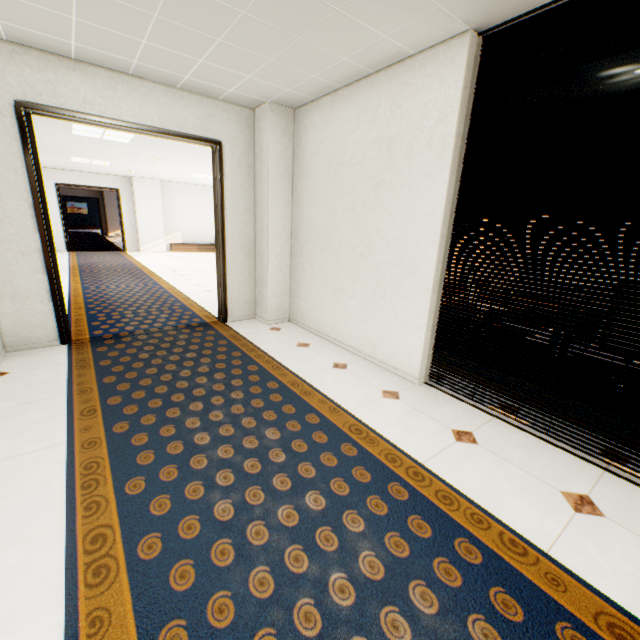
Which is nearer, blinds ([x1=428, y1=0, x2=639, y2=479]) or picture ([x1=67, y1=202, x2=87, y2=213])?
blinds ([x1=428, y1=0, x2=639, y2=479])

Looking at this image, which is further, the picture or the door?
the picture

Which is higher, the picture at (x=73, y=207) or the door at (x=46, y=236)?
the picture at (x=73, y=207)

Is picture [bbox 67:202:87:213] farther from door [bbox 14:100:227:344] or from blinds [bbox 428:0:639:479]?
blinds [bbox 428:0:639:479]

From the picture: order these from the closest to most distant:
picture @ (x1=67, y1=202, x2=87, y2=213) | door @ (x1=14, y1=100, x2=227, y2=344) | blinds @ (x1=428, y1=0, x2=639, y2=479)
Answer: blinds @ (x1=428, y1=0, x2=639, y2=479), door @ (x1=14, y1=100, x2=227, y2=344), picture @ (x1=67, y1=202, x2=87, y2=213)

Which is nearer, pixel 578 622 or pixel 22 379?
pixel 578 622

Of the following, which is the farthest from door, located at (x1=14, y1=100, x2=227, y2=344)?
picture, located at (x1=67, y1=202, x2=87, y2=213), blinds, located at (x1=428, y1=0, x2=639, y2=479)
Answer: picture, located at (x1=67, y1=202, x2=87, y2=213)

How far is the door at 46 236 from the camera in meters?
3.2
